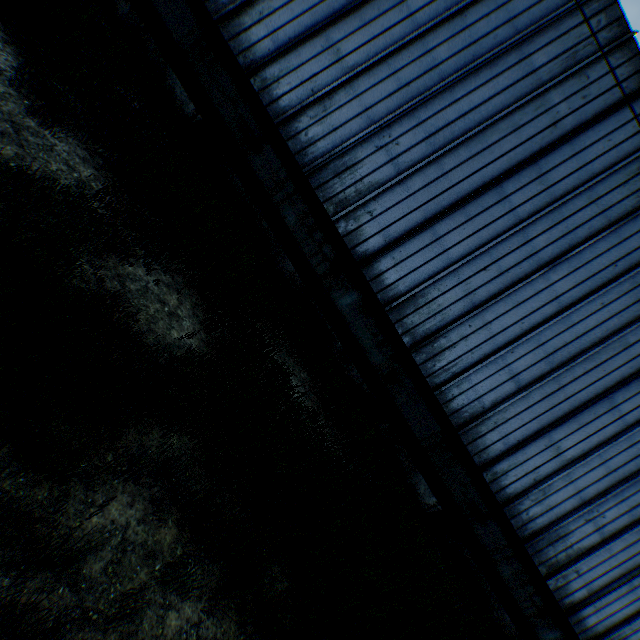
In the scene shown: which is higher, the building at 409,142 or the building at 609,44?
the building at 609,44

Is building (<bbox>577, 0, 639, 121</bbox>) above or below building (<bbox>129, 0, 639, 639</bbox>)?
above

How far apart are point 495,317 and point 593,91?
6.7 meters
